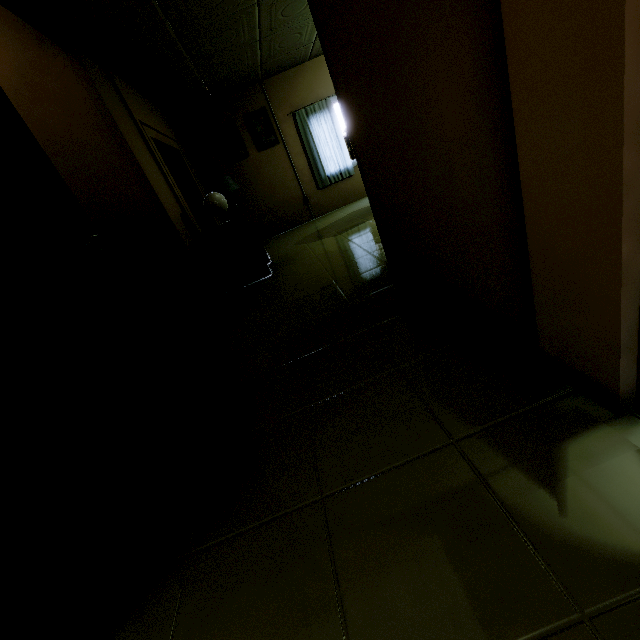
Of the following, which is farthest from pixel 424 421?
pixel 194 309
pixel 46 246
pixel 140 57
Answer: pixel 140 57

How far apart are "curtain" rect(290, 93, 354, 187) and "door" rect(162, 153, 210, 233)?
2.6m

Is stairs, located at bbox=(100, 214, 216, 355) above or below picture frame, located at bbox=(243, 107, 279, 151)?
below

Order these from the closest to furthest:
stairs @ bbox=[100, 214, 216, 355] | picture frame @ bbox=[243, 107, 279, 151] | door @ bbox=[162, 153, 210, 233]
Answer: stairs @ bbox=[100, 214, 216, 355]
door @ bbox=[162, 153, 210, 233]
picture frame @ bbox=[243, 107, 279, 151]

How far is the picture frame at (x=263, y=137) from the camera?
6.49m

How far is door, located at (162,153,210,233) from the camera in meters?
5.6 m

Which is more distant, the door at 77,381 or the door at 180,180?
the door at 180,180

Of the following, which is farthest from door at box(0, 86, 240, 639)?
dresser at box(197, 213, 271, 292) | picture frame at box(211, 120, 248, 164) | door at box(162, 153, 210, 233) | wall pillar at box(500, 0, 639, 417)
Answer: picture frame at box(211, 120, 248, 164)
